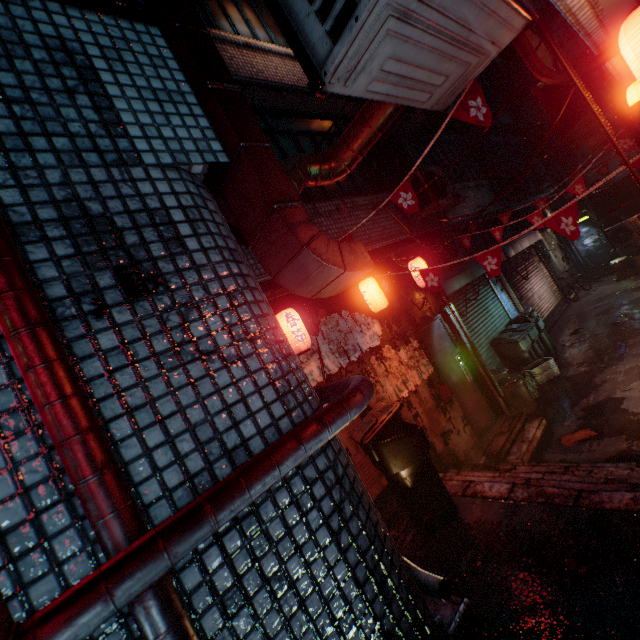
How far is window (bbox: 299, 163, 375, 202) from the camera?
4.80m

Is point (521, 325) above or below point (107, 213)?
below

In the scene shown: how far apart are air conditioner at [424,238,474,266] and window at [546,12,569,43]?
8.21m

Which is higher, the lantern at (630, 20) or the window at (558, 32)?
the window at (558, 32)

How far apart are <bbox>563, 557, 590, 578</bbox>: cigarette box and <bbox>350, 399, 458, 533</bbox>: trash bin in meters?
1.0 m

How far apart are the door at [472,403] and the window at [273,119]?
2.4m

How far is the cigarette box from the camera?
2.0 meters

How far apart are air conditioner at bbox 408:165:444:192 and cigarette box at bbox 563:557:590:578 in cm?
470
